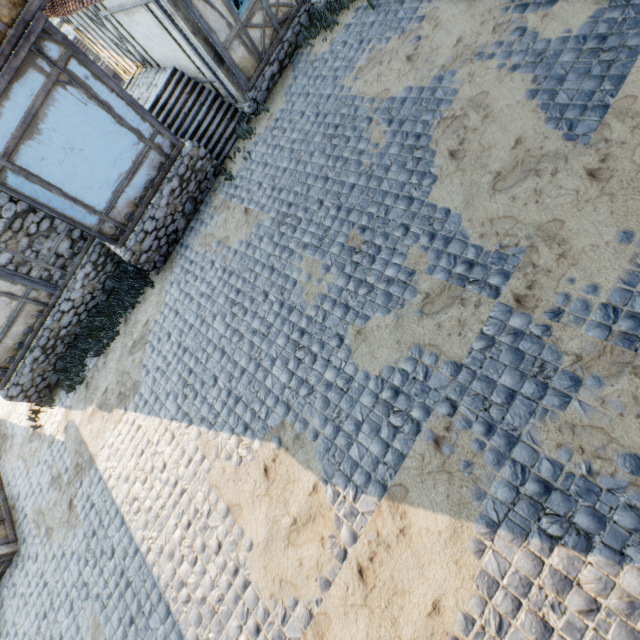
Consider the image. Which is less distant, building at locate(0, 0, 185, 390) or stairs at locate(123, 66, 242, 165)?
building at locate(0, 0, 185, 390)

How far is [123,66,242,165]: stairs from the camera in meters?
8.5 m

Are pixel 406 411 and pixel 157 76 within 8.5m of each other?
no

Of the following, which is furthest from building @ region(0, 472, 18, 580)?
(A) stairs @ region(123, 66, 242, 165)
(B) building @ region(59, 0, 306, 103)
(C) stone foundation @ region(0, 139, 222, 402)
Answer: (B) building @ region(59, 0, 306, 103)

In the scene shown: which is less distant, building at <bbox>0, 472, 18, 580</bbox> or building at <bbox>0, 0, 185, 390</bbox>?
building at <bbox>0, 0, 185, 390</bbox>

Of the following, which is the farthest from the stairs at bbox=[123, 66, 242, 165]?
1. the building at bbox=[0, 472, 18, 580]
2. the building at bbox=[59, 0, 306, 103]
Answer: the building at bbox=[0, 472, 18, 580]

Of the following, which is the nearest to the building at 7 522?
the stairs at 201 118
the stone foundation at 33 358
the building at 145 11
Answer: the stone foundation at 33 358

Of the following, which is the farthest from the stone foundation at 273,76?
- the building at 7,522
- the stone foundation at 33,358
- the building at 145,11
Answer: the building at 7,522
